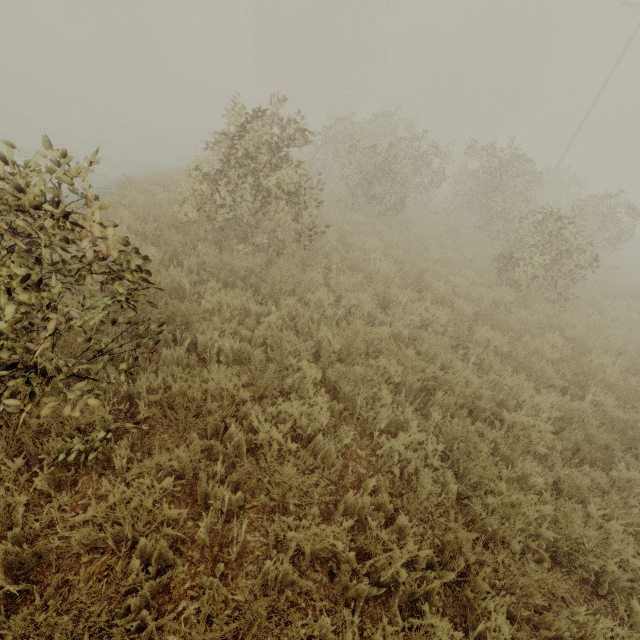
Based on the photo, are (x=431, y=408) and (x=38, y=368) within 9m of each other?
yes
